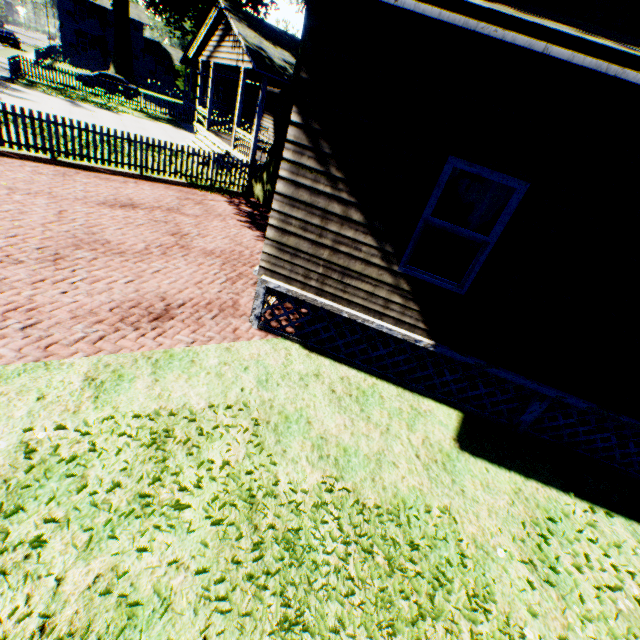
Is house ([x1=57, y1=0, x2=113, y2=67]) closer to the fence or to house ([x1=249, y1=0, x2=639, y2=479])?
the fence

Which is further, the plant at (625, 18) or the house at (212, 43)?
the house at (212, 43)

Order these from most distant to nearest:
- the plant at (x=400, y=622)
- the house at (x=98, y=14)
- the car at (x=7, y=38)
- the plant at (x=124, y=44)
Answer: the house at (x=98, y=14) → the car at (x=7, y=38) → the plant at (x=124, y=44) → the plant at (x=400, y=622)

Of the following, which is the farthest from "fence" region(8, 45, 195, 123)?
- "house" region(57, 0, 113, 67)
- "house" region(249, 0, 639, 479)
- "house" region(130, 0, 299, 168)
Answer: "house" region(249, 0, 639, 479)

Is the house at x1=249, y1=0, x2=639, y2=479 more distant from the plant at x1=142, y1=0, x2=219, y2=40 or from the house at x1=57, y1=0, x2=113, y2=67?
the house at x1=57, y1=0, x2=113, y2=67

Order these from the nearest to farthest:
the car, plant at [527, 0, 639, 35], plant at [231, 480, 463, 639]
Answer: plant at [231, 480, 463, 639] < plant at [527, 0, 639, 35] < the car

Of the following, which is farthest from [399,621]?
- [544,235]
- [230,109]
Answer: [230,109]

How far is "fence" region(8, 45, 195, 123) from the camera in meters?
22.3 m
